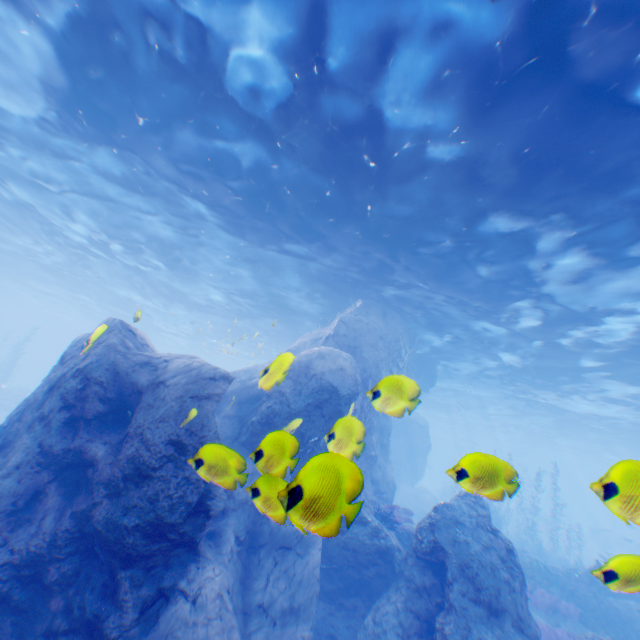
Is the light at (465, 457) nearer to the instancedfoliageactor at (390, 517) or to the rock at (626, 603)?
the rock at (626, 603)

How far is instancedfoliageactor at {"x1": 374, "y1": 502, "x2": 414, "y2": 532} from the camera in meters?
10.6

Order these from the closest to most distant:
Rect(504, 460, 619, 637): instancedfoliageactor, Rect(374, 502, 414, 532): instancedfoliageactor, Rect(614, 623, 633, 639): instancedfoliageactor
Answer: Rect(374, 502, 414, 532): instancedfoliageactor
Rect(614, 623, 633, 639): instancedfoliageactor
Rect(504, 460, 619, 637): instancedfoliageactor

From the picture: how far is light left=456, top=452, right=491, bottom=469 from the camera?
2.7 meters

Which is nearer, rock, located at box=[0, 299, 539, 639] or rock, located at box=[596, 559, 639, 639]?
rock, located at box=[596, 559, 639, 639]

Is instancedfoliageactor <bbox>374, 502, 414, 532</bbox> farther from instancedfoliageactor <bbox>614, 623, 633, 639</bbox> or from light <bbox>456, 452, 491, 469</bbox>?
instancedfoliageactor <bbox>614, 623, 633, 639</bbox>

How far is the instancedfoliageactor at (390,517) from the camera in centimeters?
1062cm

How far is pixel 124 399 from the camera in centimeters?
692cm
